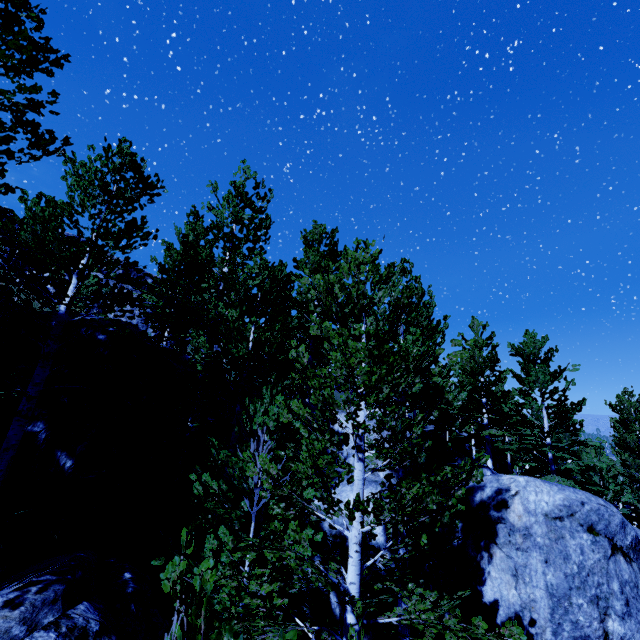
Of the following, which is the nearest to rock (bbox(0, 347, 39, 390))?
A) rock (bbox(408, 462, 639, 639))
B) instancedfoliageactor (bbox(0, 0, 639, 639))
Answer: instancedfoliageactor (bbox(0, 0, 639, 639))

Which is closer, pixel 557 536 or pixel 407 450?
pixel 407 450

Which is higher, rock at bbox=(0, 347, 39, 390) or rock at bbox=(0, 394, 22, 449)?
rock at bbox=(0, 347, 39, 390)

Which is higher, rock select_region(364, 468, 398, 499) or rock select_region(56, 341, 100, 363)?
rock select_region(56, 341, 100, 363)

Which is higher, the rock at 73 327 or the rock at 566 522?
the rock at 73 327

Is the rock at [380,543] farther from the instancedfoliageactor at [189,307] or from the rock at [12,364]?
the rock at [12,364]
